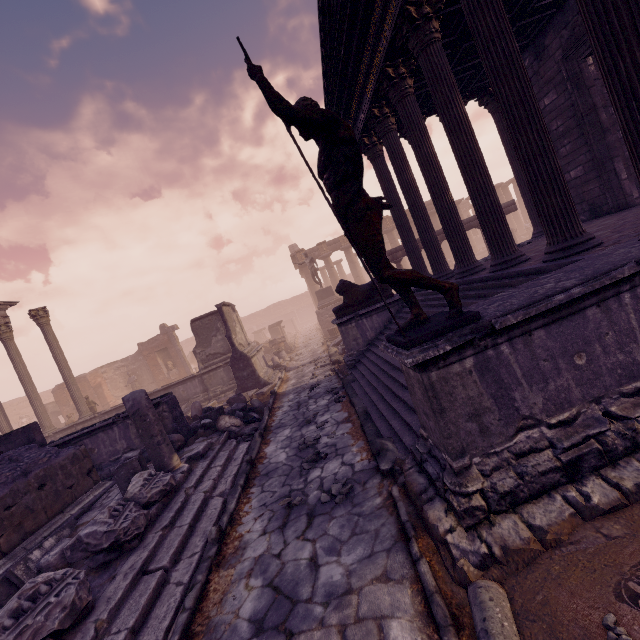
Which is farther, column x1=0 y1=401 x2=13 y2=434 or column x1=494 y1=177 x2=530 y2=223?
column x1=494 y1=177 x2=530 y2=223

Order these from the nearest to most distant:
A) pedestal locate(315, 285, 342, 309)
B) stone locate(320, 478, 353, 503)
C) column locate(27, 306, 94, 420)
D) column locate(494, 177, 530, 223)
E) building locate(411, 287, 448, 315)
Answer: stone locate(320, 478, 353, 503)
building locate(411, 287, 448, 315)
column locate(27, 306, 94, 420)
pedestal locate(315, 285, 342, 309)
column locate(494, 177, 530, 223)

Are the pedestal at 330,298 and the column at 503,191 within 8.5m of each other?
no

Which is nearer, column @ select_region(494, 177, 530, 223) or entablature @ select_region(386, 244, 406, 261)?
entablature @ select_region(386, 244, 406, 261)

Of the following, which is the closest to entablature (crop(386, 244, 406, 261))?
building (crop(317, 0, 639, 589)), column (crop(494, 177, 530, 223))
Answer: building (crop(317, 0, 639, 589))

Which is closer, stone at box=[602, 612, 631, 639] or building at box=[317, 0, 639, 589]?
stone at box=[602, 612, 631, 639]

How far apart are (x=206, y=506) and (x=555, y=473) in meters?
4.9 m

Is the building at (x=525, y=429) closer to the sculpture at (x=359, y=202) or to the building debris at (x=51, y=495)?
the sculpture at (x=359, y=202)
